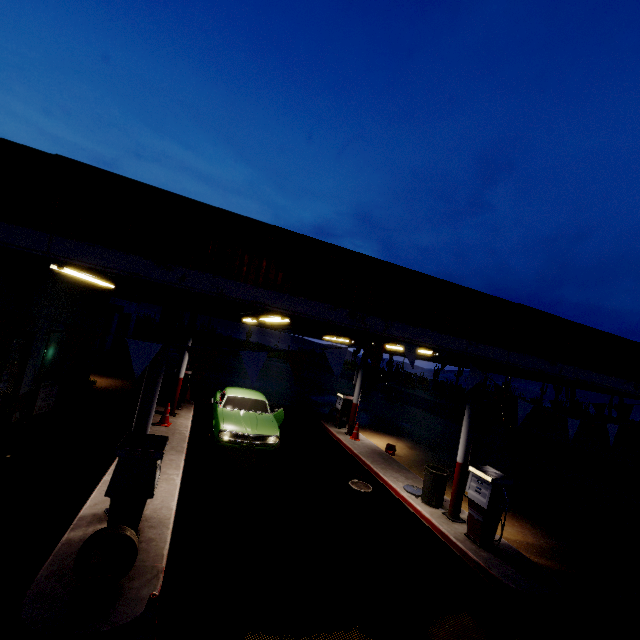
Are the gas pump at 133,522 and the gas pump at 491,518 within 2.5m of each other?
no

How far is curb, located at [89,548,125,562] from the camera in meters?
4.5 m

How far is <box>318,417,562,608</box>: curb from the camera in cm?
582

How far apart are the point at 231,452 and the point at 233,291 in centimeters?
822cm

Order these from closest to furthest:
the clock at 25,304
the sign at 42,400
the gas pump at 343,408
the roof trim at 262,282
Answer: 1. the roof trim at 262,282
2. the clock at 25,304
3. the sign at 42,400
4. the gas pump at 343,408

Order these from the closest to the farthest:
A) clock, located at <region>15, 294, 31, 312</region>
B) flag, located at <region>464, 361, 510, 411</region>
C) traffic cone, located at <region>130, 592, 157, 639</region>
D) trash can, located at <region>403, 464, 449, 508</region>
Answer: traffic cone, located at <region>130, 592, 157, 639</region>, flag, located at <region>464, 361, 510, 411</region>, clock, located at <region>15, 294, 31, 312</region>, trash can, located at <region>403, 464, 449, 508</region>

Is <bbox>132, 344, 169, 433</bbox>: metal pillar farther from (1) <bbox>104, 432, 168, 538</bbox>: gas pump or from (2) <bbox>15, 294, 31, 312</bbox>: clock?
(2) <bbox>15, 294, 31, 312</bbox>: clock

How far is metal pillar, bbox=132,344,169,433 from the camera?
5.56m
